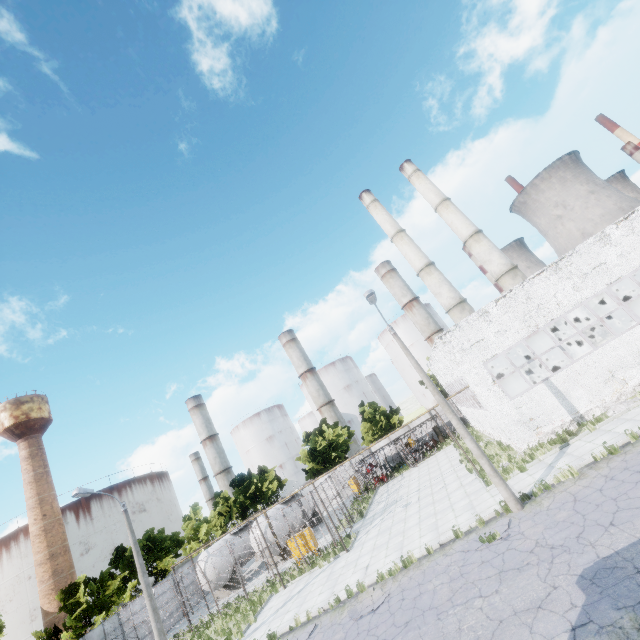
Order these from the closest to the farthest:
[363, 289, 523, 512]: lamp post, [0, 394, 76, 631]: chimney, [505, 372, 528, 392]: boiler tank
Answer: [363, 289, 523, 512]: lamp post → [505, 372, 528, 392]: boiler tank → [0, 394, 76, 631]: chimney

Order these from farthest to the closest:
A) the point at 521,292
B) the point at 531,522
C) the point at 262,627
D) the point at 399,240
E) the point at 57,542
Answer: the point at 57,542 → the point at 399,240 → the point at 521,292 → the point at 262,627 → the point at 531,522

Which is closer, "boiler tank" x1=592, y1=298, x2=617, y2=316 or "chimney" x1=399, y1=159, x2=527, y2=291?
"boiler tank" x1=592, y1=298, x2=617, y2=316

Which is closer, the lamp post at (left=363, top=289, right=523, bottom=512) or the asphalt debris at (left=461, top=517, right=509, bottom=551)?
the asphalt debris at (left=461, top=517, right=509, bottom=551)

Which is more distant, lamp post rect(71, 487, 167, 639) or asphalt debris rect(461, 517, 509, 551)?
lamp post rect(71, 487, 167, 639)

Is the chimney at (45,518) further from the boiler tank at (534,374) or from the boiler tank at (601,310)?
the boiler tank at (601,310)

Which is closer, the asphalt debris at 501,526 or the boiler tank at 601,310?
the asphalt debris at 501,526

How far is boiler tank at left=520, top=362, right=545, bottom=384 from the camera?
23.8m
